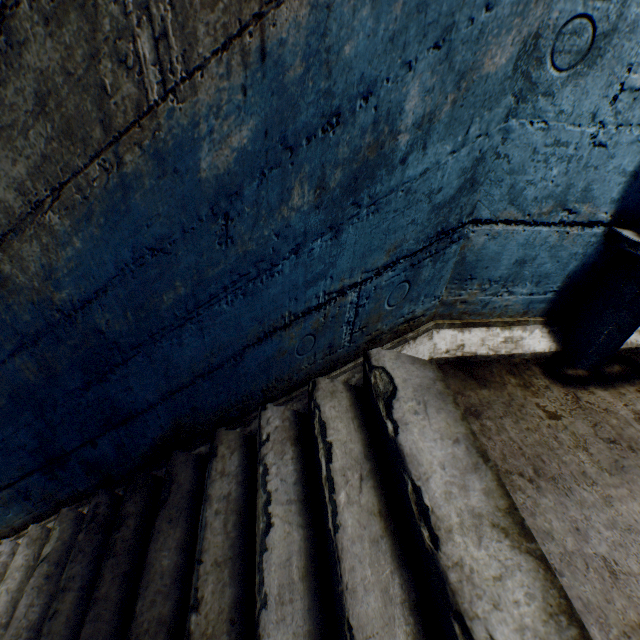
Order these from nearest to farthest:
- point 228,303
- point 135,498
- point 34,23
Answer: point 34,23 < point 228,303 < point 135,498
